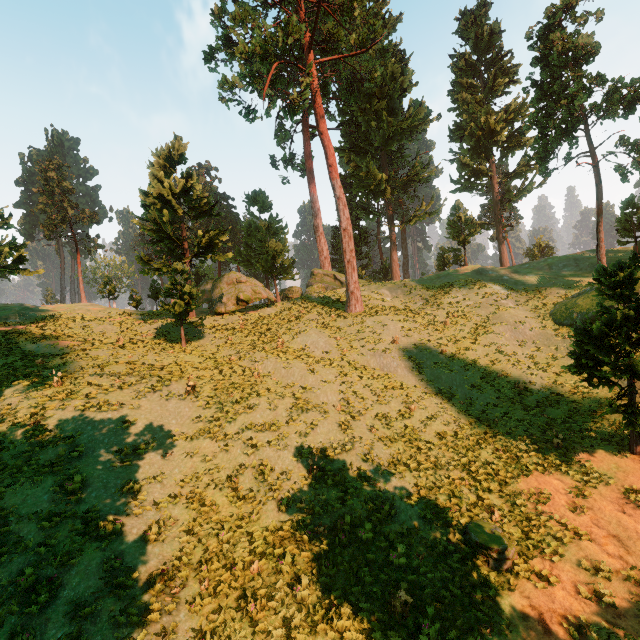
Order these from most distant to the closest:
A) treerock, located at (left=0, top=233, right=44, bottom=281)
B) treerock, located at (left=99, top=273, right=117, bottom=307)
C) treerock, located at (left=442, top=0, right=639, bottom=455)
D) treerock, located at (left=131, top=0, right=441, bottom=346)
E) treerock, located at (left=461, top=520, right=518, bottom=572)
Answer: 1. treerock, located at (left=99, top=273, right=117, bottom=307)
2. treerock, located at (left=131, top=0, right=441, bottom=346)
3. treerock, located at (left=0, top=233, right=44, bottom=281)
4. treerock, located at (left=442, top=0, right=639, bottom=455)
5. treerock, located at (left=461, top=520, right=518, bottom=572)

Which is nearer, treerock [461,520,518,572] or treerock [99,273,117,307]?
treerock [461,520,518,572]

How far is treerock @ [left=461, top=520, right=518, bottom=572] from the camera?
10.4m

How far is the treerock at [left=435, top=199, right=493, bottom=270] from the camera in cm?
4238

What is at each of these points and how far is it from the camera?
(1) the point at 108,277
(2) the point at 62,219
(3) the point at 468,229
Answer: (1) treerock, 35.3m
(2) treerock, 52.2m
(3) treerock, 51.5m

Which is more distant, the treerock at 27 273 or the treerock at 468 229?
the treerock at 468 229
